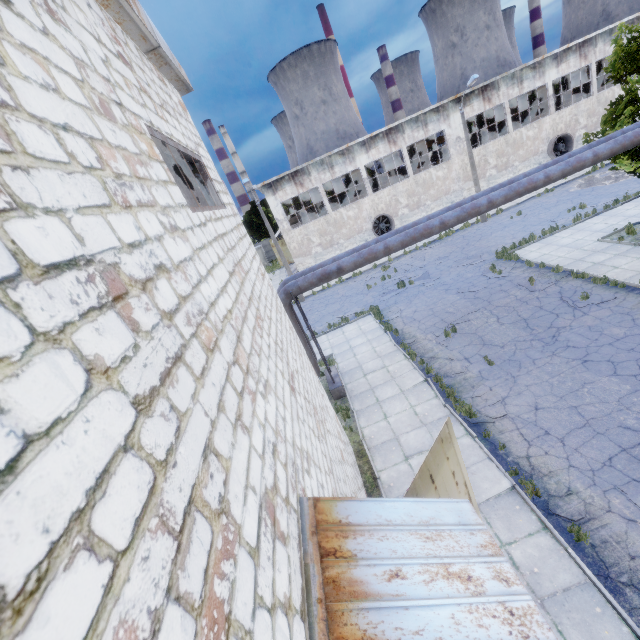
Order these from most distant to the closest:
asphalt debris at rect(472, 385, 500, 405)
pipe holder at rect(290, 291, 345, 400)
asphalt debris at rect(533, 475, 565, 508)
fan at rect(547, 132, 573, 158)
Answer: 1. fan at rect(547, 132, 573, 158)
2. pipe holder at rect(290, 291, 345, 400)
3. asphalt debris at rect(472, 385, 500, 405)
4. asphalt debris at rect(533, 475, 565, 508)

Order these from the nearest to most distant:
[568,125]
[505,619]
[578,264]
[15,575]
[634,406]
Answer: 1. [15,575]
2. [505,619]
3. [634,406]
4. [578,264]
5. [568,125]

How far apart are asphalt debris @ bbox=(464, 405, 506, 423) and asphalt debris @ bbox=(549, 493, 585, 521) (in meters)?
1.95

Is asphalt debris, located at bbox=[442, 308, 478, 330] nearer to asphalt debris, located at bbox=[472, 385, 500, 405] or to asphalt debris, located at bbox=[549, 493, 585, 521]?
asphalt debris, located at bbox=[472, 385, 500, 405]

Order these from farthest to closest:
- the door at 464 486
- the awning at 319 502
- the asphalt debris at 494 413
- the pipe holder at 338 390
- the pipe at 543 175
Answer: the pipe holder at 338 390 → the pipe at 543 175 → the asphalt debris at 494 413 → the door at 464 486 → the awning at 319 502

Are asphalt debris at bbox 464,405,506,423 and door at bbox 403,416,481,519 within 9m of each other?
yes

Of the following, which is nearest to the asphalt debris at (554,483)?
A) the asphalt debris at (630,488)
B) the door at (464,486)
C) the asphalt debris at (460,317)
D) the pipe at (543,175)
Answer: the asphalt debris at (630,488)

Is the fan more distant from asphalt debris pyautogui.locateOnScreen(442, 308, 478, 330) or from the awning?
the awning
